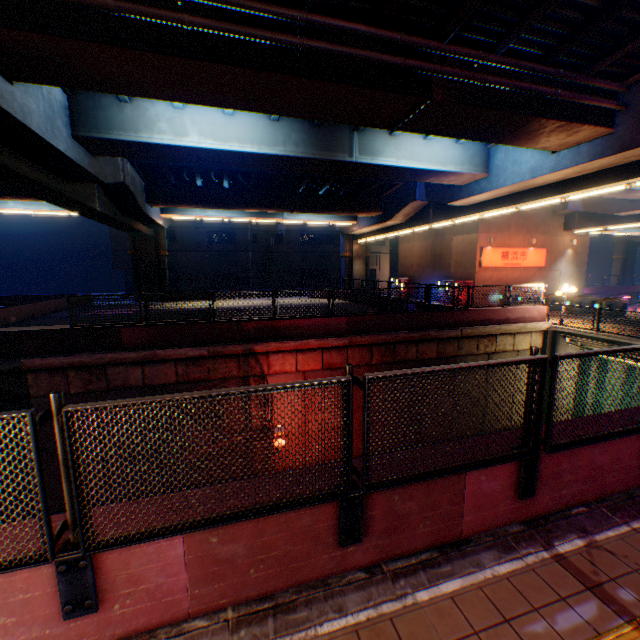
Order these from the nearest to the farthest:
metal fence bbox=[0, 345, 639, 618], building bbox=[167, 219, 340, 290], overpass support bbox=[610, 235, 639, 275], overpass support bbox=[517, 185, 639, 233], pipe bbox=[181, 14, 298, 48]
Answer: metal fence bbox=[0, 345, 639, 618] < pipe bbox=[181, 14, 298, 48] < overpass support bbox=[517, 185, 639, 233] < building bbox=[167, 219, 340, 290] < overpass support bbox=[610, 235, 639, 275]

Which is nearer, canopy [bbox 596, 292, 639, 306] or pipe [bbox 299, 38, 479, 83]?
pipe [bbox 299, 38, 479, 83]

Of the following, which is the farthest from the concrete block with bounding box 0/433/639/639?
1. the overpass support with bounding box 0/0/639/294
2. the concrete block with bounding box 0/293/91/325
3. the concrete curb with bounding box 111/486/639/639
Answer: the concrete block with bounding box 0/293/91/325

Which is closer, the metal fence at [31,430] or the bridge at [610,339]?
the metal fence at [31,430]

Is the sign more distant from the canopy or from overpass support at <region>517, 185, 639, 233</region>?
the canopy

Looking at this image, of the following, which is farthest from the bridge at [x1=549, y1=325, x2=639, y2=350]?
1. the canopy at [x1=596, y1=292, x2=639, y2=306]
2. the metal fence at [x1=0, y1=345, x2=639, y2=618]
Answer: the canopy at [x1=596, y1=292, x2=639, y2=306]

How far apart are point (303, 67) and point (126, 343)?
10.83m

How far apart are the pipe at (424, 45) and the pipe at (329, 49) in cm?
30
